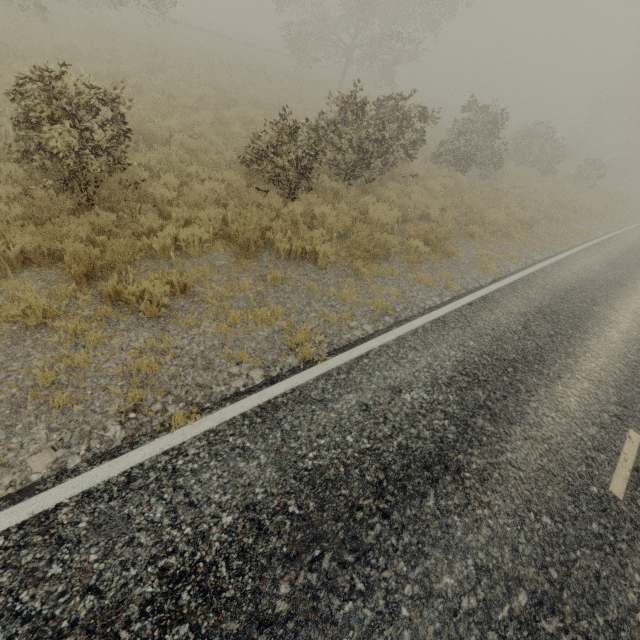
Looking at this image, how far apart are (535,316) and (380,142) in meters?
7.0
